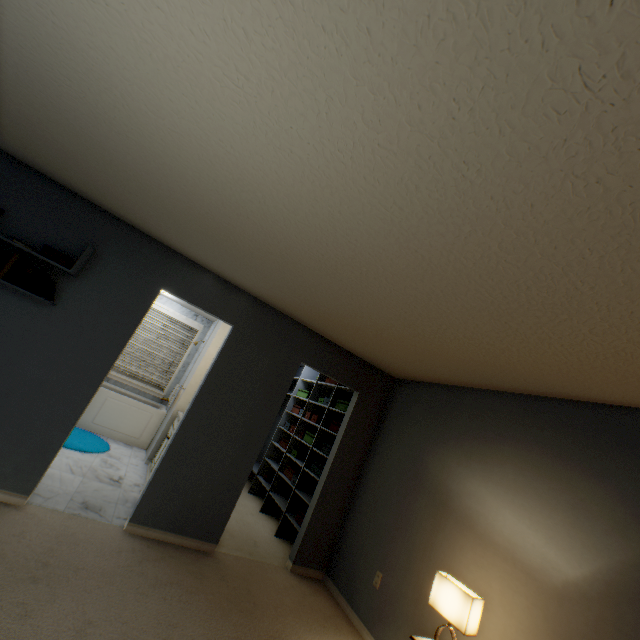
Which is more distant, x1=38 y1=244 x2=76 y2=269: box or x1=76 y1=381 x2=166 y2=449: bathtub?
x1=76 y1=381 x2=166 y2=449: bathtub

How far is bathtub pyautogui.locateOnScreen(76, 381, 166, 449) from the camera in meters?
5.1 m

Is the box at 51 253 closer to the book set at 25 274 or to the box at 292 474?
the book set at 25 274

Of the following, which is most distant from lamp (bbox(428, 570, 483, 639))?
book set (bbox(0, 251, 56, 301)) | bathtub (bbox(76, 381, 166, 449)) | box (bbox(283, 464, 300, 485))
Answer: bathtub (bbox(76, 381, 166, 449))

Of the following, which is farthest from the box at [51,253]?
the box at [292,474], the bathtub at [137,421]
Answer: the box at [292,474]

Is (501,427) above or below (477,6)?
below

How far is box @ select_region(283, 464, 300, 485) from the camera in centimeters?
460cm

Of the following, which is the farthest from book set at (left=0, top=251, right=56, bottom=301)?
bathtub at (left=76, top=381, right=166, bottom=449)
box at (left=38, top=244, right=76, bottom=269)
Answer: bathtub at (left=76, top=381, right=166, bottom=449)
